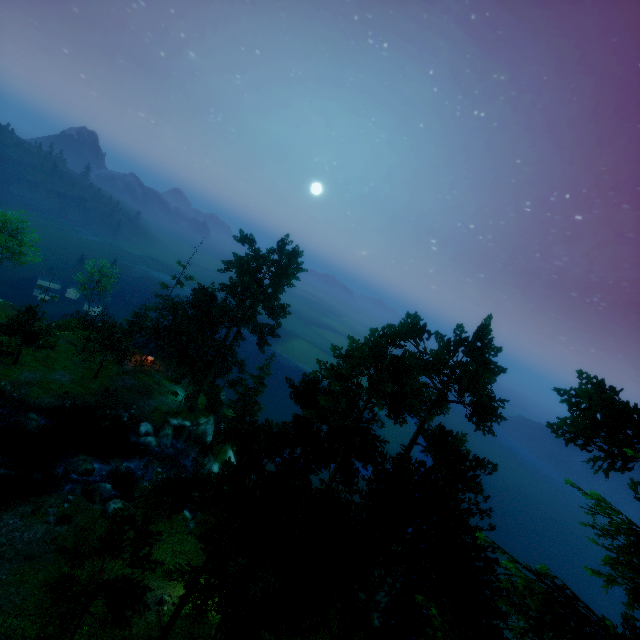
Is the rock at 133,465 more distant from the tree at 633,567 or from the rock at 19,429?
the tree at 633,567

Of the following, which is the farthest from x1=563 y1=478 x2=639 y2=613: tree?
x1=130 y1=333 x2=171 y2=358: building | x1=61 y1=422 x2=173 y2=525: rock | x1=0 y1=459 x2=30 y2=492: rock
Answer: x1=0 y1=459 x2=30 y2=492: rock

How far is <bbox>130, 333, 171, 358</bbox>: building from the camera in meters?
45.2

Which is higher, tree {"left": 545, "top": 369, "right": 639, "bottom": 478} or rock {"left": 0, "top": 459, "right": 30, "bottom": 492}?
tree {"left": 545, "top": 369, "right": 639, "bottom": 478}

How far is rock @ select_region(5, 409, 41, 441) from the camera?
30.34m

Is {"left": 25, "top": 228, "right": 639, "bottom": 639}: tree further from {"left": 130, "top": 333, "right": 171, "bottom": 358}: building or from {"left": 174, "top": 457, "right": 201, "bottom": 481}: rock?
{"left": 174, "top": 457, "right": 201, "bottom": 481}: rock

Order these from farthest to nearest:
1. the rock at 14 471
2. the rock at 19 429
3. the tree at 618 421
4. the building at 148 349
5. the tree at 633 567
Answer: the building at 148 349 → the rock at 19 429 → the rock at 14 471 → the tree at 618 421 → the tree at 633 567

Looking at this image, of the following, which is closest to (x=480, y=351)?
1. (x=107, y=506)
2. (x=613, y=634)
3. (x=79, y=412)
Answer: (x=613, y=634)
